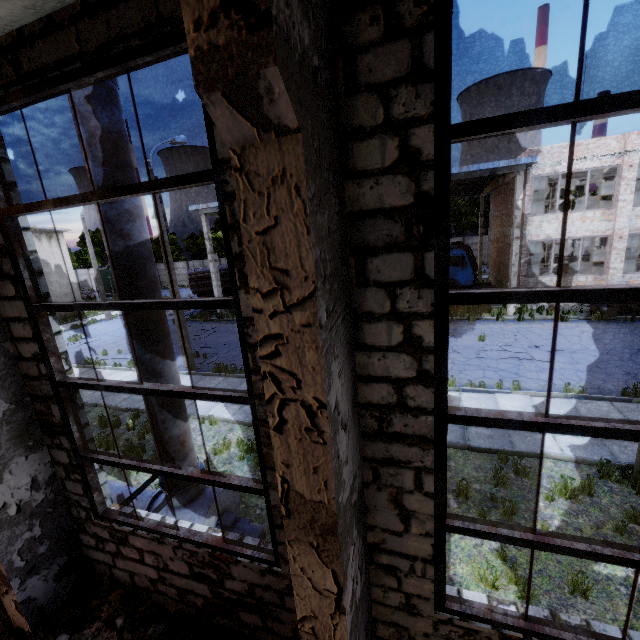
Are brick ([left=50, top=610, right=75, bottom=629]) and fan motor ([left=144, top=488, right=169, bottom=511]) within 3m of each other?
yes

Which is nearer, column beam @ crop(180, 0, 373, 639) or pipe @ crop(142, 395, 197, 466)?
column beam @ crop(180, 0, 373, 639)

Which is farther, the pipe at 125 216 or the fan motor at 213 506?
the fan motor at 213 506

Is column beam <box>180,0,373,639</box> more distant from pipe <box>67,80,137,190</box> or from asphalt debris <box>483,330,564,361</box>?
asphalt debris <box>483,330,564,361</box>

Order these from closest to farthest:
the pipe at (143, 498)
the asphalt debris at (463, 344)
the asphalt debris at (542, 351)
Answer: the pipe at (143, 498), the asphalt debris at (542, 351), the asphalt debris at (463, 344)

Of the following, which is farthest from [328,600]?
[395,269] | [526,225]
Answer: [526,225]

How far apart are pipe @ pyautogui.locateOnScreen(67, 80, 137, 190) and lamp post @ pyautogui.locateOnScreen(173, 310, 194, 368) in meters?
9.4 m

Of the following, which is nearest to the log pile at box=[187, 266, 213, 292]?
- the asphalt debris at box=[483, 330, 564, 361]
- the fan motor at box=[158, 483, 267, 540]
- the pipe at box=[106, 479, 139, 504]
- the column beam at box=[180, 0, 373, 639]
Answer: the asphalt debris at box=[483, 330, 564, 361]
